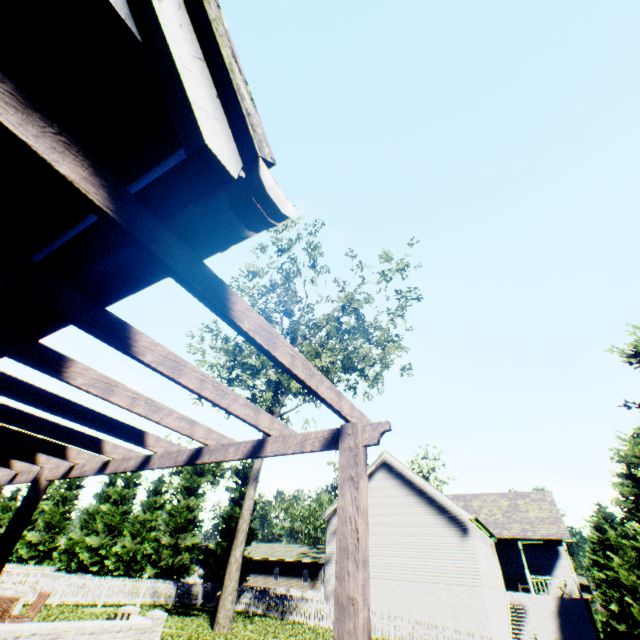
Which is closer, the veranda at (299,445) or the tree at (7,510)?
the veranda at (299,445)

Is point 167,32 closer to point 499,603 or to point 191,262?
point 191,262

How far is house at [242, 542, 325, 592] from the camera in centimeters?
4366cm

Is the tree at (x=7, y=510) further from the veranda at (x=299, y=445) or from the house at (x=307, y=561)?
the veranda at (x=299, y=445)

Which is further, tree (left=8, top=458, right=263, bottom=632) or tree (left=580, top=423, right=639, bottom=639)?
tree (left=8, top=458, right=263, bottom=632)

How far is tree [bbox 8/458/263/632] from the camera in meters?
18.6 m
